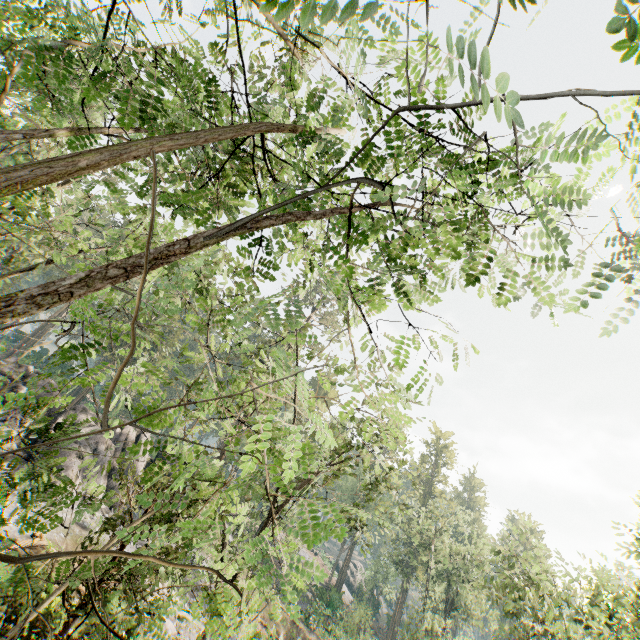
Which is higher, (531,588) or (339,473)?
(531,588)

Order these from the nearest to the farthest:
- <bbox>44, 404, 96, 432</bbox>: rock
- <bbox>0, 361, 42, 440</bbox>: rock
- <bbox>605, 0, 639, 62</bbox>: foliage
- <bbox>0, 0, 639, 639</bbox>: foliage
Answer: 1. <bbox>605, 0, 639, 62</bbox>: foliage
2. <bbox>0, 0, 639, 639</bbox>: foliage
3. <bbox>0, 361, 42, 440</bbox>: rock
4. <bbox>44, 404, 96, 432</bbox>: rock

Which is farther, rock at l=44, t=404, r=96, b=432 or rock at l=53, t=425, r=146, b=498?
rock at l=44, t=404, r=96, b=432

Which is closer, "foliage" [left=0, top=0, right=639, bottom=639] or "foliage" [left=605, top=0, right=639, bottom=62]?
"foliage" [left=605, top=0, right=639, bottom=62]

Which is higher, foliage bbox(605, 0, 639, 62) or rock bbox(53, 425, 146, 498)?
foliage bbox(605, 0, 639, 62)

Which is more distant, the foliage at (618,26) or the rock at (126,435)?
the rock at (126,435)
